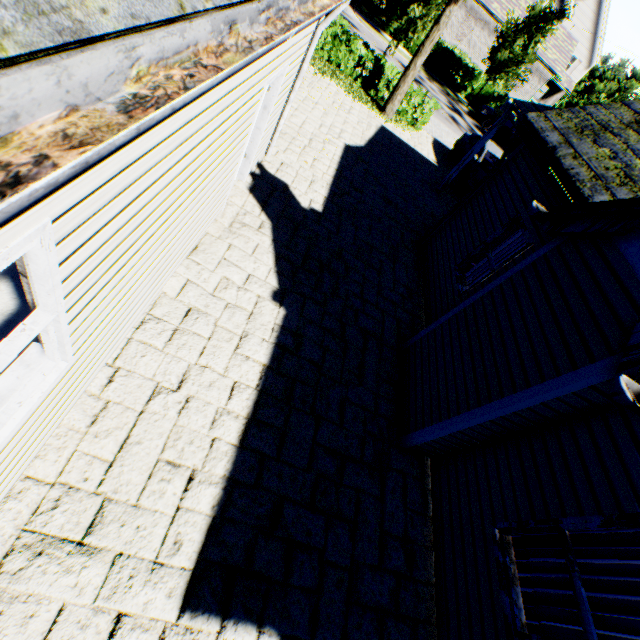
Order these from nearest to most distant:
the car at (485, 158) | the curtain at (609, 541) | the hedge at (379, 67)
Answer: the curtain at (609, 541)
the car at (485, 158)
the hedge at (379, 67)

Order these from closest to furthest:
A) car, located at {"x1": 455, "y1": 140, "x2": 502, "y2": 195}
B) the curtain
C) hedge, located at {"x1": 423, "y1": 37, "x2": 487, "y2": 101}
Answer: the curtain
car, located at {"x1": 455, "y1": 140, "x2": 502, "y2": 195}
hedge, located at {"x1": 423, "y1": 37, "x2": 487, "y2": 101}

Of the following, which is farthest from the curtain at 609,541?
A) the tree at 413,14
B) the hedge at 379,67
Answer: the hedge at 379,67

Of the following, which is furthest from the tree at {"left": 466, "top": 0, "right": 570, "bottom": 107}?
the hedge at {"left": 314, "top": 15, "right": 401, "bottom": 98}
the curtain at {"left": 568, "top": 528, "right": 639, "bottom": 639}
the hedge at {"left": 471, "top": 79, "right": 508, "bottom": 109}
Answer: the curtain at {"left": 568, "top": 528, "right": 639, "bottom": 639}

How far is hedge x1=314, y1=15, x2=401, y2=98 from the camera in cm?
1319

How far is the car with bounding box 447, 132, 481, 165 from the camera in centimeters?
1375cm

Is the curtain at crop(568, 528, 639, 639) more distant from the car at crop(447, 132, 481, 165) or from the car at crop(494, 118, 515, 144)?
the car at crop(494, 118, 515, 144)

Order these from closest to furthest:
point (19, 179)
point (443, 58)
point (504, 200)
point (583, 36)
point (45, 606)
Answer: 1. point (19, 179)
2. point (45, 606)
3. point (504, 200)
4. point (443, 58)
5. point (583, 36)
